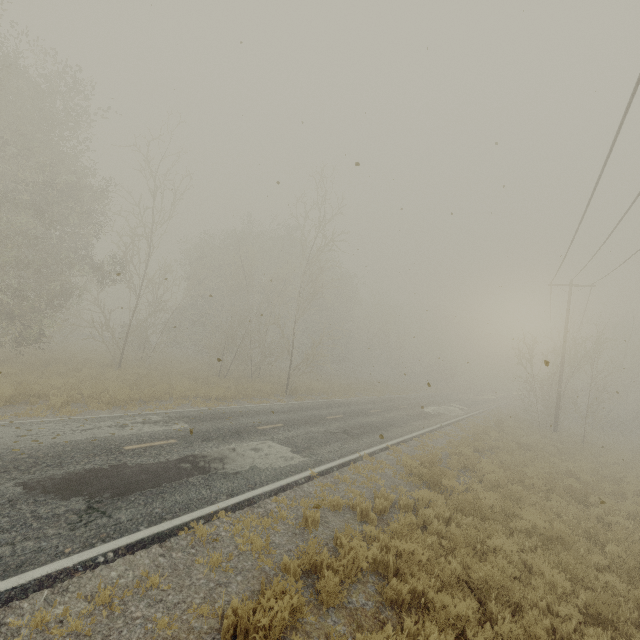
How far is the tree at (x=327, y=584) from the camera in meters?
4.9

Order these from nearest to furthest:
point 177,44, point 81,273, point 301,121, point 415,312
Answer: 1. point 177,44
2. point 301,121
3. point 81,273
4. point 415,312

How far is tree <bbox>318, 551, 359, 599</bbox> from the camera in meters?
4.9 m
